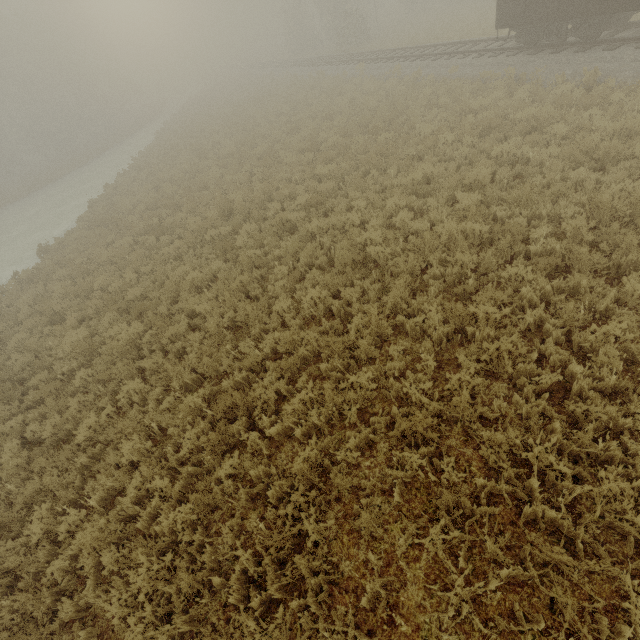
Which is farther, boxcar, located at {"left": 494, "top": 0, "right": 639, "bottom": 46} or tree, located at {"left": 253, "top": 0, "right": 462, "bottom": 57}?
tree, located at {"left": 253, "top": 0, "right": 462, "bottom": 57}

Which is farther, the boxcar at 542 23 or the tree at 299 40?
the tree at 299 40

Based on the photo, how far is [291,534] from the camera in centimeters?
445cm
